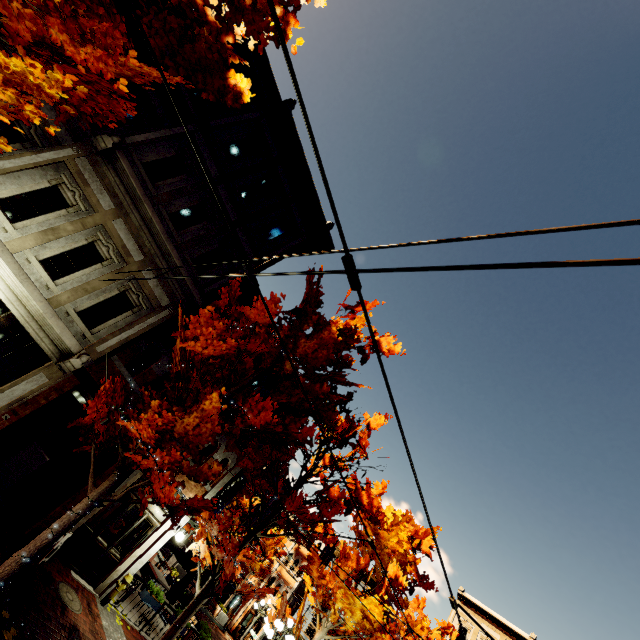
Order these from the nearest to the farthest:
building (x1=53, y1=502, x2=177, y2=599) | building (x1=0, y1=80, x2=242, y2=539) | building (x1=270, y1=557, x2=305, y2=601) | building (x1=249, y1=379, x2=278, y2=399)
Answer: building (x1=0, y1=80, x2=242, y2=539) → building (x1=53, y1=502, x2=177, y2=599) → building (x1=249, y1=379, x2=278, y2=399) → building (x1=270, y1=557, x2=305, y2=601)

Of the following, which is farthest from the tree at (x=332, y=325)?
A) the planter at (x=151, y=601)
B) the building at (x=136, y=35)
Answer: the planter at (x=151, y=601)

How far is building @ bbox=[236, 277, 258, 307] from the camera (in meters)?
12.87

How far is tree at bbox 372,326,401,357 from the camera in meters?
8.4 m

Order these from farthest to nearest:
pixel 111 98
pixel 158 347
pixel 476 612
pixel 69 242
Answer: pixel 476 612
pixel 158 347
pixel 69 242
pixel 111 98

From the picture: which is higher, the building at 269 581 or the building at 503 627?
the building at 503 627

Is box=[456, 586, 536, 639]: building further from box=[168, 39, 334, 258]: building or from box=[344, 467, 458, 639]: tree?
box=[168, 39, 334, 258]: building

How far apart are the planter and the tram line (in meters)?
14.44
